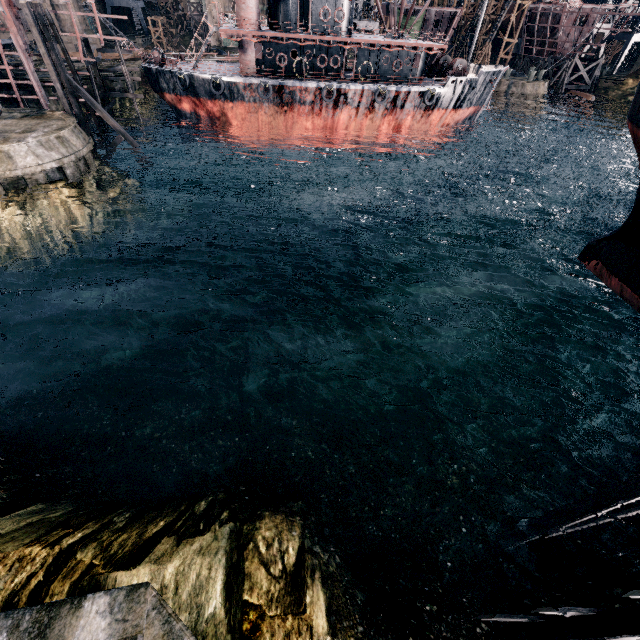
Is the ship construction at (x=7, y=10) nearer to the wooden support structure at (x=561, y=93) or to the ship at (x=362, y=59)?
the ship at (x=362, y=59)

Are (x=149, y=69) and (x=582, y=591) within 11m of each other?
no

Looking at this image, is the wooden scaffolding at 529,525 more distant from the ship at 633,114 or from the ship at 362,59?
the ship at 362,59

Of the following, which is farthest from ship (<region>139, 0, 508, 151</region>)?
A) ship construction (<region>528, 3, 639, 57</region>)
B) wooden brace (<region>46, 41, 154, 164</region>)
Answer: ship construction (<region>528, 3, 639, 57</region>)

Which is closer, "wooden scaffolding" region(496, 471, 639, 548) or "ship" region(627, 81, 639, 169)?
"wooden scaffolding" region(496, 471, 639, 548)

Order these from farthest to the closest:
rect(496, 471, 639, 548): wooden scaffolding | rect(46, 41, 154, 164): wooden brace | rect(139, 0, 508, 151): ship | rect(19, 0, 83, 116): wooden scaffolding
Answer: rect(139, 0, 508, 151): ship < rect(46, 41, 154, 164): wooden brace < rect(19, 0, 83, 116): wooden scaffolding < rect(496, 471, 639, 548): wooden scaffolding

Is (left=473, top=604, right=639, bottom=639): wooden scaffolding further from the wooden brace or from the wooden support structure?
the wooden support structure

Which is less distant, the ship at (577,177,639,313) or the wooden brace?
the ship at (577,177,639,313)
